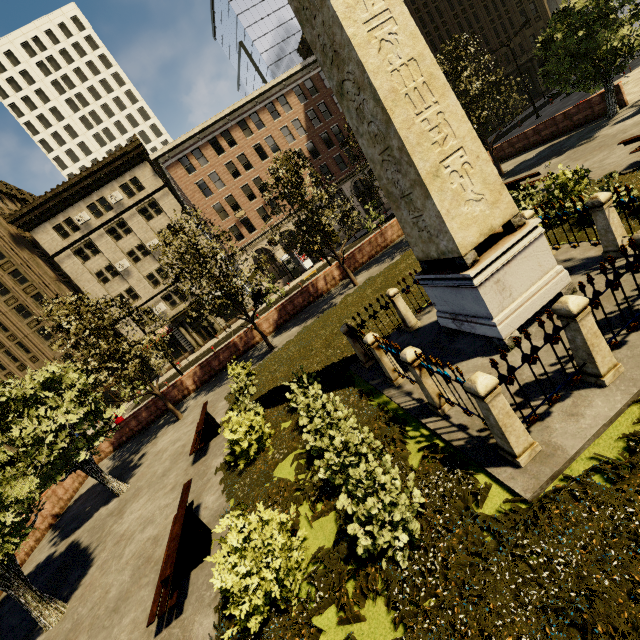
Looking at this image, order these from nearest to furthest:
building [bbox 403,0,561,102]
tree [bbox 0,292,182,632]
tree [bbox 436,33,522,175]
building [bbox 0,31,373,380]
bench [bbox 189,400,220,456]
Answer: tree [bbox 0,292,182,632] → bench [bbox 189,400,220,456] → tree [bbox 436,33,522,175] → building [bbox 0,31,373,380] → building [bbox 403,0,561,102]

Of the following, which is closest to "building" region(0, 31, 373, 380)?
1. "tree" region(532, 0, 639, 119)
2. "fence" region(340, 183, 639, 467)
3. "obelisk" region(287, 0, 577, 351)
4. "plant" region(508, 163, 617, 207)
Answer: "tree" region(532, 0, 639, 119)

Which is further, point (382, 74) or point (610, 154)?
point (610, 154)

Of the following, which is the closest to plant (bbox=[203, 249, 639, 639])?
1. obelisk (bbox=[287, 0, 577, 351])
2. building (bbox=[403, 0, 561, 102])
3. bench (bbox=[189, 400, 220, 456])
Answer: bench (bbox=[189, 400, 220, 456])

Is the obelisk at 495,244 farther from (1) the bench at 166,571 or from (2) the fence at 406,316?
(1) the bench at 166,571

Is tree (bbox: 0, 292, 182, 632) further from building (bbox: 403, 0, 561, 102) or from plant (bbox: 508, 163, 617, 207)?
building (bbox: 403, 0, 561, 102)

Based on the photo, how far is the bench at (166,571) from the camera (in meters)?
5.52

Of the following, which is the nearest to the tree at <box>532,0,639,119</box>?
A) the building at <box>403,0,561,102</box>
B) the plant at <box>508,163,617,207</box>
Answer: the plant at <box>508,163,617,207</box>
